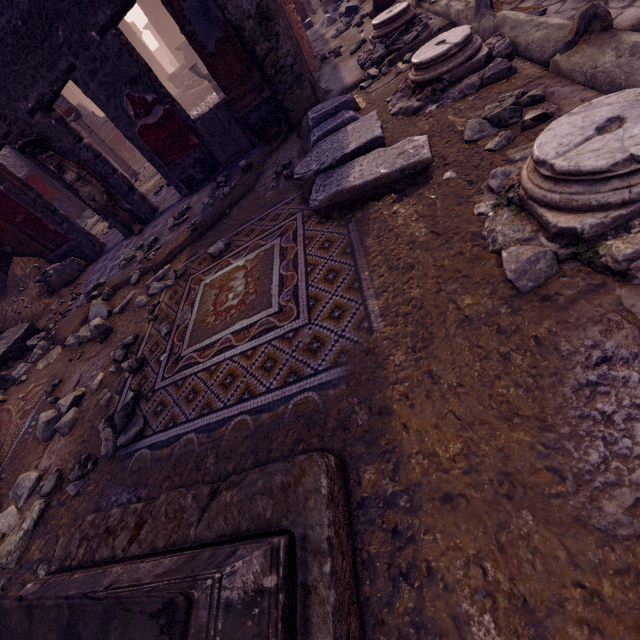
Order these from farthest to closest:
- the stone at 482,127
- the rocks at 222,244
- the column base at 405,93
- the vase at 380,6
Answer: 1. the vase at 380,6
2. the rocks at 222,244
3. the column base at 405,93
4. the stone at 482,127

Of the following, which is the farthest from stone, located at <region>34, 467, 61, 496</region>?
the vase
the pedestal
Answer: the vase

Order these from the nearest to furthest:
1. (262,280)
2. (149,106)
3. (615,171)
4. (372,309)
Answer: (615,171), (372,309), (262,280), (149,106)

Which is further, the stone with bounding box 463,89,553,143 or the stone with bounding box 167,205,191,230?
the stone with bounding box 167,205,191,230

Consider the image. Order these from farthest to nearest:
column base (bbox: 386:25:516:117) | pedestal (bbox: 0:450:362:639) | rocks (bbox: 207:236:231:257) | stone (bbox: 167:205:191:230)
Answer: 1. stone (bbox: 167:205:191:230)
2. rocks (bbox: 207:236:231:257)
3. column base (bbox: 386:25:516:117)
4. pedestal (bbox: 0:450:362:639)

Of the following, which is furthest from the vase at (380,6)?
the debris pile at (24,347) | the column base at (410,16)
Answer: the debris pile at (24,347)

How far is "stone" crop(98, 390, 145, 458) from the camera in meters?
2.1 m

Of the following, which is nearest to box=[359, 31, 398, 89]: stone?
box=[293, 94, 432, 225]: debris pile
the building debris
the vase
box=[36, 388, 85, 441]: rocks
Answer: box=[293, 94, 432, 225]: debris pile
